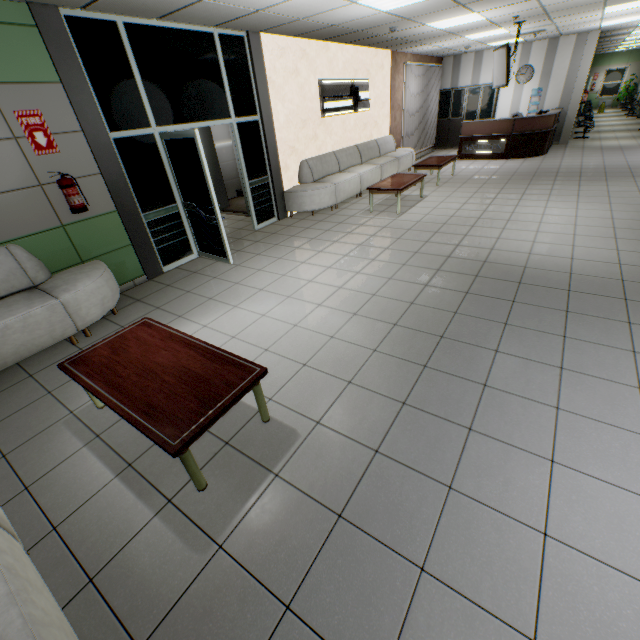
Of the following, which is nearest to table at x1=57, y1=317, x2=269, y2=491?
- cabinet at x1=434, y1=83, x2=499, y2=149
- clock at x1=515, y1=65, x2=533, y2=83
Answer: cabinet at x1=434, y1=83, x2=499, y2=149

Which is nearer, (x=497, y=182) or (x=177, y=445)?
(x=177, y=445)

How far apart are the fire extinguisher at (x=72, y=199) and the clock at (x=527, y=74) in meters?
15.1 m

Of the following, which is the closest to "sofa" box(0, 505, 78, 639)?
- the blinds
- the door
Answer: the door

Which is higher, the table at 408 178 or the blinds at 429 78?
the blinds at 429 78

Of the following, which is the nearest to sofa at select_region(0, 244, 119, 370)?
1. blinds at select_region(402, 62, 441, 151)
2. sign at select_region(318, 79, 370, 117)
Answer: sign at select_region(318, 79, 370, 117)

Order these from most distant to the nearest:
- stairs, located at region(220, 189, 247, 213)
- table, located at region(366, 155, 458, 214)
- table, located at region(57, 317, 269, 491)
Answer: stairs, located at region(220, 189, 247, 213) < table, located at region(366, 155, 458, 214) < table, located at region(57, 317, 269, 491)

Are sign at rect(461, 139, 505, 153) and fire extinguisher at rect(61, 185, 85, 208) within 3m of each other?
no
